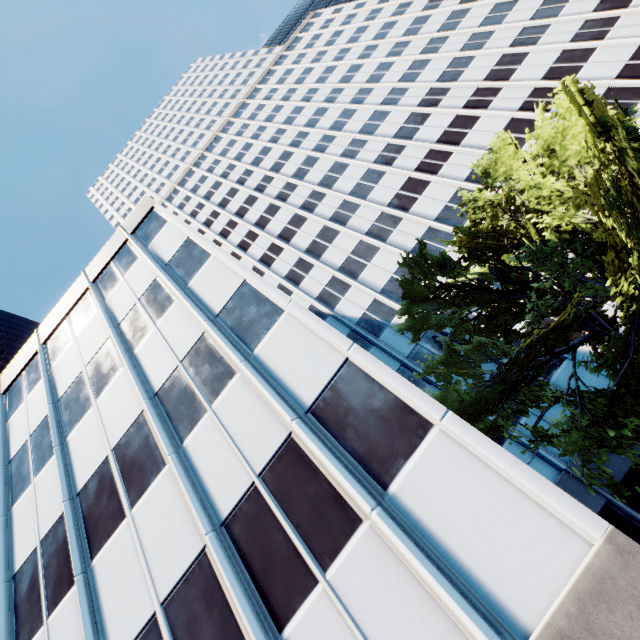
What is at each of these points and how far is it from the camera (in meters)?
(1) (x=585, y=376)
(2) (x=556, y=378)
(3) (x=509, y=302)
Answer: (1) building, 18.64
(2) building, 19.27
(3) tree, 12.71

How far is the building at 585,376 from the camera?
18.1m

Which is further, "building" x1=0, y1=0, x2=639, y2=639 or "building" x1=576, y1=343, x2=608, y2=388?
"building" x1=576, y1=343, x2=608, y2=388

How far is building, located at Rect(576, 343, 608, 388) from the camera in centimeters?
1814cm

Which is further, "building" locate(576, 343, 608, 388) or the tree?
"building" locate(576, 343, 608, 388)

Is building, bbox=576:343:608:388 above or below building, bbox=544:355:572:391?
below
